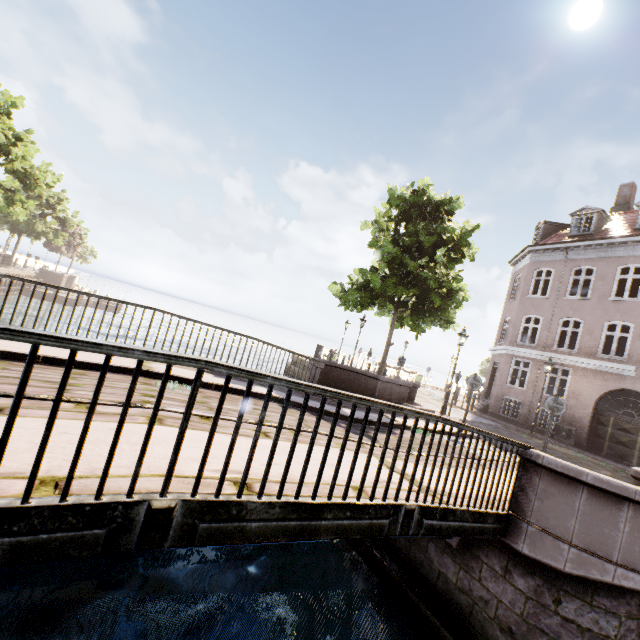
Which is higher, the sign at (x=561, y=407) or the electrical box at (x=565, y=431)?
the sign at (x=561, y=407)

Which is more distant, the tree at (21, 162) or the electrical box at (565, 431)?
the tree at (21, 162)

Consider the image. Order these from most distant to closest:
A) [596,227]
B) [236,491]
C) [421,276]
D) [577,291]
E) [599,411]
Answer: [596,227]
[577,291]
[599,411]
[421,276]
[236,491]

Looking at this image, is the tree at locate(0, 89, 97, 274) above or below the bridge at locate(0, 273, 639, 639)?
above

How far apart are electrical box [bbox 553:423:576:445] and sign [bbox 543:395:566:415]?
10.1 meters

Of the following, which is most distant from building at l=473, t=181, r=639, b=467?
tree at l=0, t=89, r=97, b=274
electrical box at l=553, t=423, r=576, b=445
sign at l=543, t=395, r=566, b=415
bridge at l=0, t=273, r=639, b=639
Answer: sign at l=543, t=395, r=566, b=415

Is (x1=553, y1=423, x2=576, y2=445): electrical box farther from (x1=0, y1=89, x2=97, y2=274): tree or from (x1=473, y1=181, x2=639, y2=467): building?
(x1=0, y1=89, x2=97, y2=274): tree

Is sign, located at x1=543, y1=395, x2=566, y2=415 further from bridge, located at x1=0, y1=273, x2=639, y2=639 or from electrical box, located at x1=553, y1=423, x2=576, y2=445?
electrical box, located at x1=553, y1=423, x2=576, y2=445
